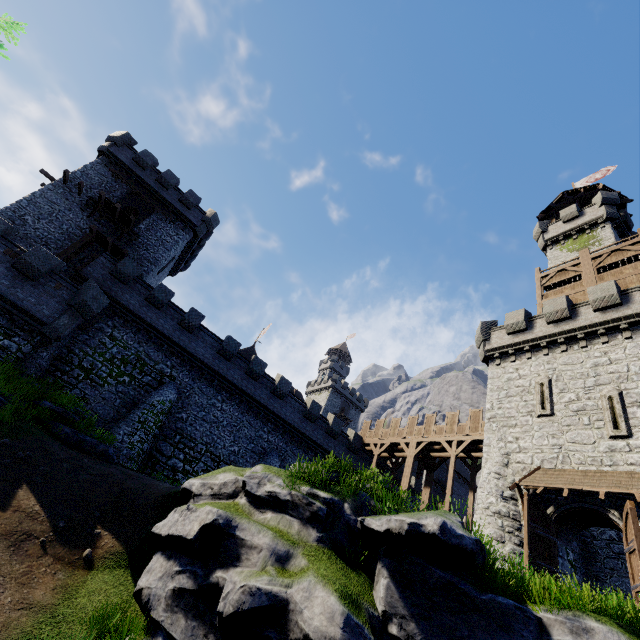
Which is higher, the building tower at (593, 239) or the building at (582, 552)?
the building tower at (593, 239)

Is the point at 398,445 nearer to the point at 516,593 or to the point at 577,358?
the point at 577,358

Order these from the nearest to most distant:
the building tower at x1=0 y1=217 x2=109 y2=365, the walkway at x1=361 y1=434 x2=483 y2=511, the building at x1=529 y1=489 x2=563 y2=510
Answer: the building at x1=529 y1=489 x2=563 y2=510 < the building tower at x1=0 y1=217 x2=109 y2=365 < the walkway at x1=361 y1=434 x2=483 y2=511

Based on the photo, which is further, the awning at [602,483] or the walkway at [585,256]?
the walkway at [585,256]

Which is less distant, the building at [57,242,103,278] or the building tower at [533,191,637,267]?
the building at [57,242,103,278]

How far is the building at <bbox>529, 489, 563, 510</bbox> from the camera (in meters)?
15.18

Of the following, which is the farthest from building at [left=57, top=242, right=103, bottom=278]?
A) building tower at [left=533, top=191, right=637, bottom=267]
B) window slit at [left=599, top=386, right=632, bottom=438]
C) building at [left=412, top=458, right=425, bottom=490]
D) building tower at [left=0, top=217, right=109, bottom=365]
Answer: building at [left=412, top=458, right=425, bottom=490]

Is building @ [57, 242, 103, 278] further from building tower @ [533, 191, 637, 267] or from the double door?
building tower @ [533, 191, 637, 267]
